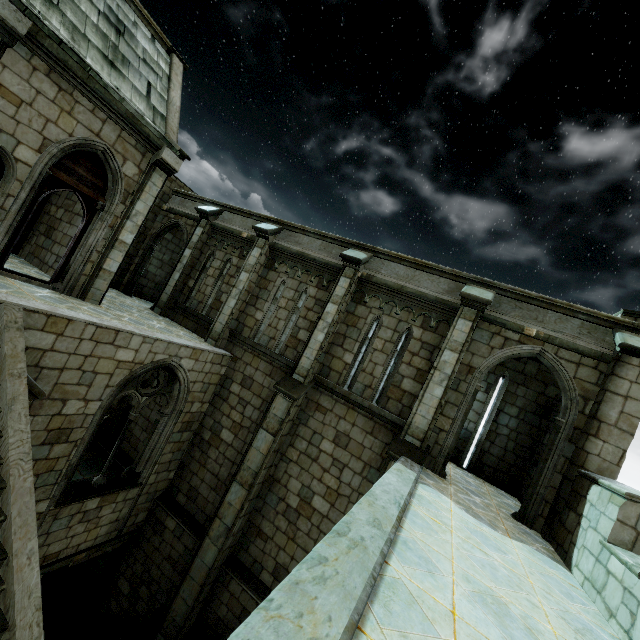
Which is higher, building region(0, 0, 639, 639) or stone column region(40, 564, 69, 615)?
building region(0, 0, 639, 639)

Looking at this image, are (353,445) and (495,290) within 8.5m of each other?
yes

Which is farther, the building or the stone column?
the stone column

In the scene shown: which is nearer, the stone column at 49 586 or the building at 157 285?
the building at 157 285

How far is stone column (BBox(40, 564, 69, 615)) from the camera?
8.3 meters

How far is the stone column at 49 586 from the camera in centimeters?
827cm
